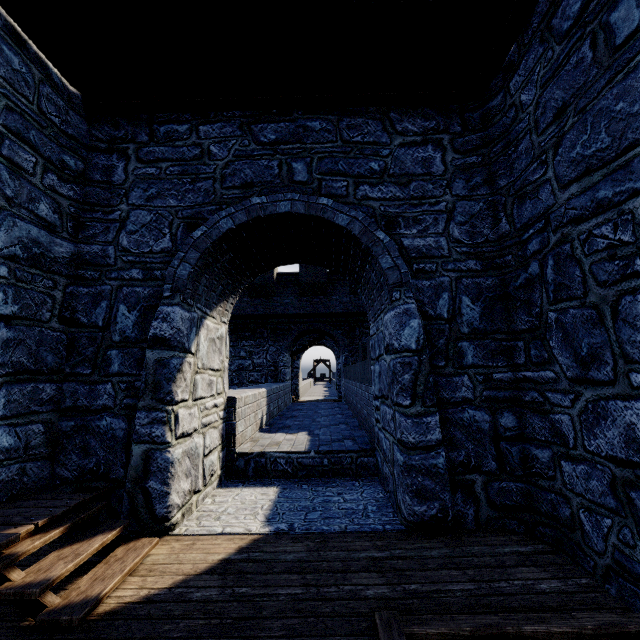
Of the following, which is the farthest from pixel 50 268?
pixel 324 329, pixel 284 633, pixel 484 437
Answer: pixel 324 329
